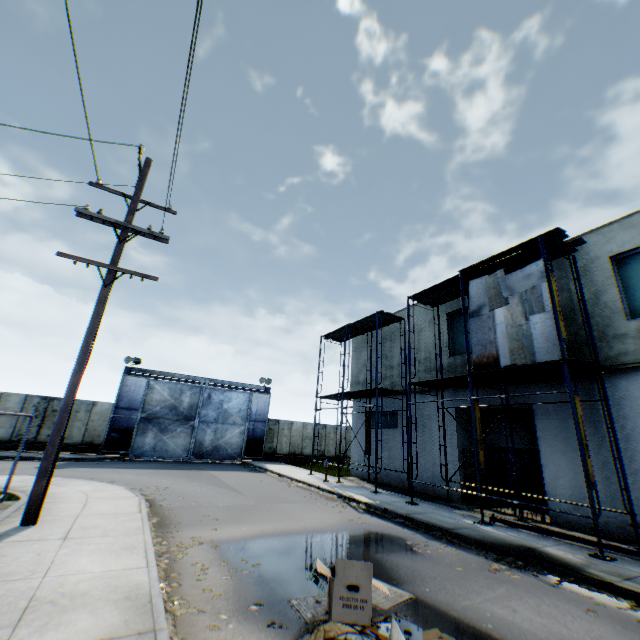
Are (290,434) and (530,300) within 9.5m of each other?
no

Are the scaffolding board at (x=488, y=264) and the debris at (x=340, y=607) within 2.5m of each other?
no

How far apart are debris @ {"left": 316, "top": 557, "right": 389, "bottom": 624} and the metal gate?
22.62m

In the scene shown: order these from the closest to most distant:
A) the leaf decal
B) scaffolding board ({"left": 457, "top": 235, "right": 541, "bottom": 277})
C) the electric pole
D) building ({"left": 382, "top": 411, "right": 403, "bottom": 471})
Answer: the leaf decal, the electric pole, scaffolding board ({"left": 457, "top": 235, "right": 541, "bottom": 277}), building ({"left": 382, "top": 411, "right": 403, "bottom": 471})

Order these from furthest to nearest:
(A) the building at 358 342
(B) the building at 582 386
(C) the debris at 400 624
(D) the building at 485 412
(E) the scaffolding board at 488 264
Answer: (A) the building at 358 342 < (D) the building at 485 412 < (E) the scaffolding board at 488 264 < (B) the building at 582 386 < (C) the debris at 400 624

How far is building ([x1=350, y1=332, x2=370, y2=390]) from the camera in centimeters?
2181cm
